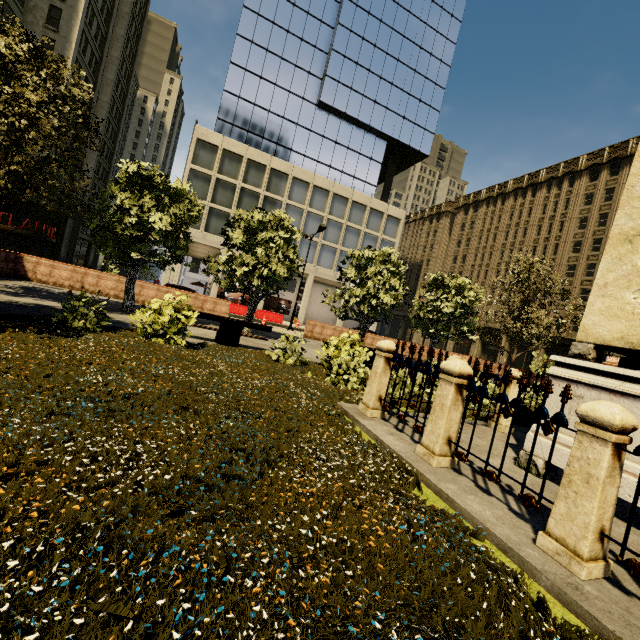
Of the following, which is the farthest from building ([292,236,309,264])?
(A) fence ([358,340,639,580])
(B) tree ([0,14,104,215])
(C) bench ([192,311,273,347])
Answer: (A) fence ([358,340,639,580])

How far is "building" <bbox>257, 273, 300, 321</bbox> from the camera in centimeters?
4062cm

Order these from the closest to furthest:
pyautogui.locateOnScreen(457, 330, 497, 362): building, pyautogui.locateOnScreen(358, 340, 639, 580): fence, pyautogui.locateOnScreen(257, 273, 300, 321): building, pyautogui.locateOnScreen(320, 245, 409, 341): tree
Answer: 1. pyautogui.locateOnScreen(358, 340, 639, 580): fence
2. pyautogui.locateOnScreen(320, 245, 409, 341): tree
3. pyautogui.locateOnScreen(257, 273, 300, 321): building
4. pyautogui.locateOnScreen(457, 330, 497, 362): building

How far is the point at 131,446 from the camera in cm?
288

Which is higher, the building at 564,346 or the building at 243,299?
the building at 564,346

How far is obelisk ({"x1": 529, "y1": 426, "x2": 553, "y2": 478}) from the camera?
4.6 meters

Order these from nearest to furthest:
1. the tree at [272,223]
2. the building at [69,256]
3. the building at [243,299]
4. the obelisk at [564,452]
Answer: the obelisk at [564,452] < the tree at [272,223] < the building at [69,256] < the building at [243,299]
